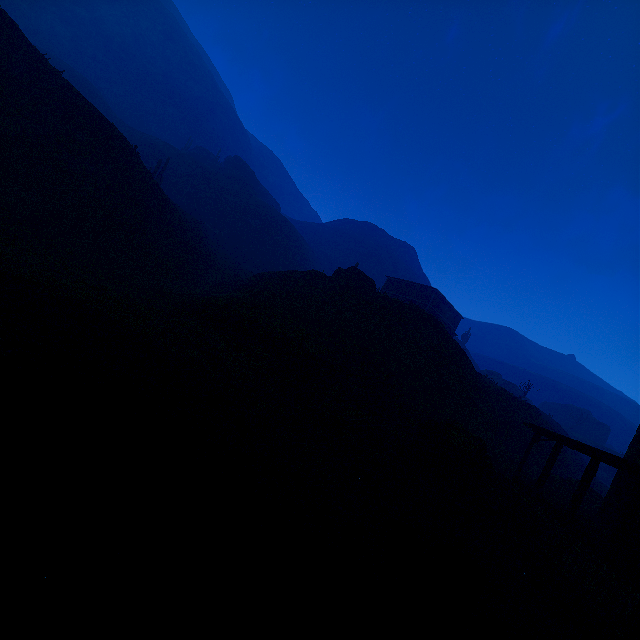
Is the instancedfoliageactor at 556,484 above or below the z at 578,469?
below

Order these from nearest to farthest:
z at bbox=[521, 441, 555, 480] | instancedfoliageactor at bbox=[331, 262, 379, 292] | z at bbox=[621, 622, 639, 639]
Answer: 1. z at bbox=[621, 622, 639, 639]
2. z at bbox=[521, 441, 555, 480]
3. instancedfoliageactor at bbox=[331, 262, 379, 292]

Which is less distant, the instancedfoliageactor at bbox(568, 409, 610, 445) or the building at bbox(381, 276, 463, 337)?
the building at bbox(381, 276, 463, 337)

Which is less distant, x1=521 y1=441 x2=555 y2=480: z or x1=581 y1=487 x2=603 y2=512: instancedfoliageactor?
x1=581 y1=487 x2=603 y2=512: instancedfoliageactor

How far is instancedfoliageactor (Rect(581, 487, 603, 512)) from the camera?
20.1m

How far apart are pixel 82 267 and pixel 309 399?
14.17m

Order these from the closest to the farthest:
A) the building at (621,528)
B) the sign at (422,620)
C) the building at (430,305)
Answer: the sign at (422,620), the building at (621,528), the building at (430,305)

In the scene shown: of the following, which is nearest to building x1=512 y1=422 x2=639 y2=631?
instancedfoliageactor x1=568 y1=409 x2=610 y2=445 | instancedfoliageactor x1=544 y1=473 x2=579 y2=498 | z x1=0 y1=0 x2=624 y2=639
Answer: z x1=0 y1=0 x2=624 y2=639
